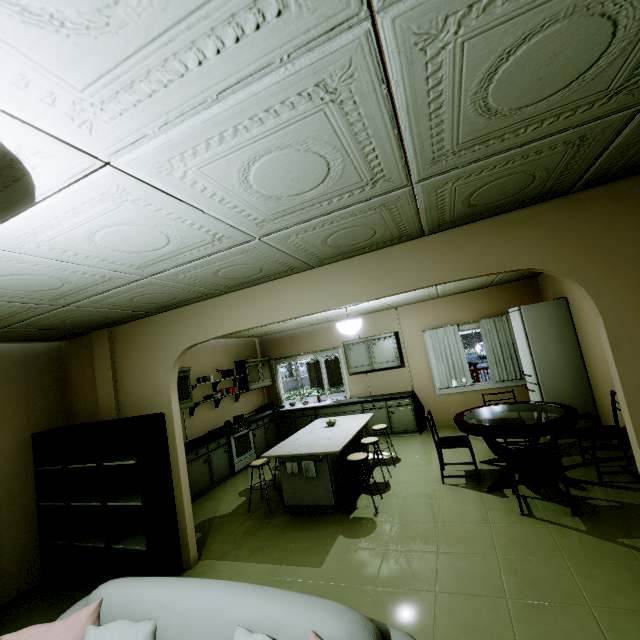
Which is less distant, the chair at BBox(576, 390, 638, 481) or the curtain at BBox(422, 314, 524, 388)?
the chair at BBox(576, 390, 638, 481)

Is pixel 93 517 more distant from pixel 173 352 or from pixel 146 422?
pixel 173 352

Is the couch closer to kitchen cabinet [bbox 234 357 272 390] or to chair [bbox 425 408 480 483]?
chair [bbox 425 408 480 483]

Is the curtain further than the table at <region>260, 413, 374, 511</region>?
Yes

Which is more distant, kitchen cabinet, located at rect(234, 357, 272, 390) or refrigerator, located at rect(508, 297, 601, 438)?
kitchen cabinet, located at rect(234, 357, 272, 390)

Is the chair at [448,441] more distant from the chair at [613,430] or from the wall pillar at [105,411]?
the wall pillar at [105,411]

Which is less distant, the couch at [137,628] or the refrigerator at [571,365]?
the couch at [137,628]

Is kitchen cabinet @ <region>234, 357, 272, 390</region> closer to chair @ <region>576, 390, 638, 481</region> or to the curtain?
the curtain
